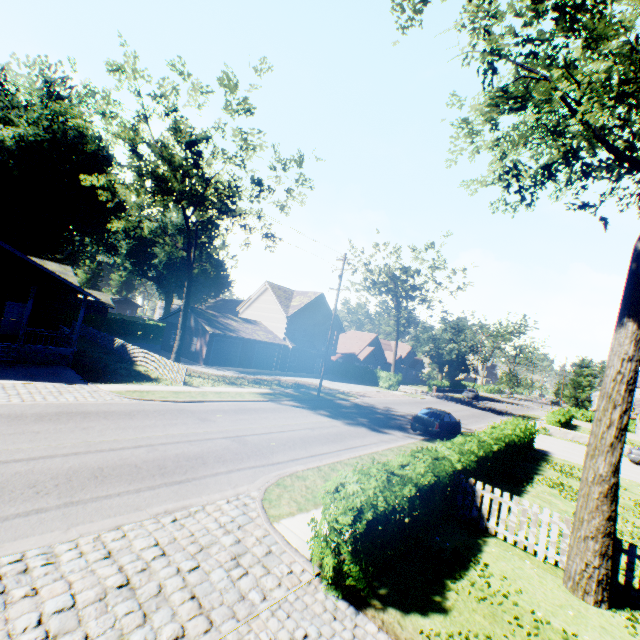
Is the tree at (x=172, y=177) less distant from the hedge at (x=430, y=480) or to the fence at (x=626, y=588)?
the hedge at (x=430, y=480)

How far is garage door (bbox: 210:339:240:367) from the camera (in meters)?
33.09

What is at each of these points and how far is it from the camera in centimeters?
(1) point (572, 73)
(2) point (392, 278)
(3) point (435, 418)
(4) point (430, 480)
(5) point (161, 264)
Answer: (1) tree, 678cm
(2) tree, 4188cm
(3) car, 1956cm
(4) hedge, 782cm
(5) plant, 5675cm

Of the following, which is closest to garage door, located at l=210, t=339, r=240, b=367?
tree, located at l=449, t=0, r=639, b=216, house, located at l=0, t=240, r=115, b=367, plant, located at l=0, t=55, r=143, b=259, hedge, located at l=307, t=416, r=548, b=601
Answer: house, located at l=0, t=240, r=115, b=367

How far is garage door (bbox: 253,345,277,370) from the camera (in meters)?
37.22

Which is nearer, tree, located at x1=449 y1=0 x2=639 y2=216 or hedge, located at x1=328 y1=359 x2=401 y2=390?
tree, located at x1=449 y1=0 x2=639 y2=216

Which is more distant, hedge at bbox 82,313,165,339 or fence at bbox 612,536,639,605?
hedge at bbox 82,313,165,339

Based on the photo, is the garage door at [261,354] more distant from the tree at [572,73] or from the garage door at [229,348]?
the tree at [572,73]
